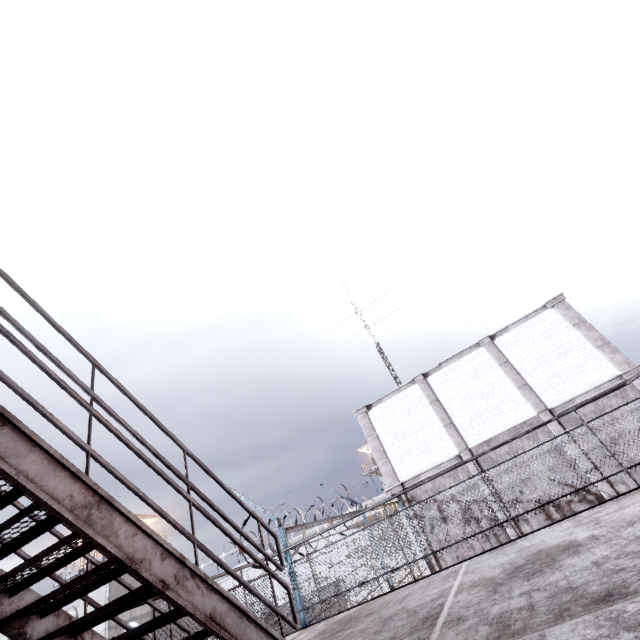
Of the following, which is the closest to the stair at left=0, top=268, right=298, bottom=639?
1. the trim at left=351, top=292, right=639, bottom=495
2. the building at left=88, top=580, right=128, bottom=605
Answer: the trim at left=351, top=292, right=639, bottom=495

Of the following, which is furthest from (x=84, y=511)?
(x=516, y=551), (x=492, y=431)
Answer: (x=492, y=431)

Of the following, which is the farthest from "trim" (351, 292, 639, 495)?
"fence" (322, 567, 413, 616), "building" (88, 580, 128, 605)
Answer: "building" (88, 580, 128, 605)

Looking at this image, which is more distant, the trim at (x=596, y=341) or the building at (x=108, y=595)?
the building at (x=108, y=595)

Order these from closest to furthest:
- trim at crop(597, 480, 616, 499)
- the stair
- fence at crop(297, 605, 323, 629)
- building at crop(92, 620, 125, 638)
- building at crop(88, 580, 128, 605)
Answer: the stair, fence at crop(297, 605, 323, 629), trim at crop(597, 480, 616, 499), building at crop(92, 620, 125, 638), building at crop(88, 580, 128, 605)

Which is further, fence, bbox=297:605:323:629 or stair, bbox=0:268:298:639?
fence, bbox=297:605:323:629

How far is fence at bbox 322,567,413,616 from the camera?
7.8m

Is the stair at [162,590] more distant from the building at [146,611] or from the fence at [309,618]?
the building at [146,611]
